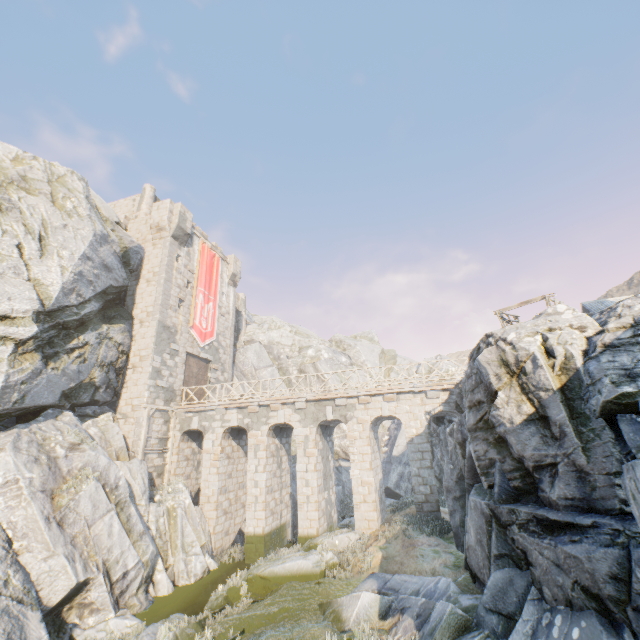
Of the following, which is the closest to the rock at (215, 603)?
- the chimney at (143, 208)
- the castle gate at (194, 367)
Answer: the chimney at (143, 208)

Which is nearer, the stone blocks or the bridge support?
the bridge support

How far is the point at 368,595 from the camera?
8.88m

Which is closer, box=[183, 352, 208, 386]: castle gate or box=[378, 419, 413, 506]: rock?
box=[183, 352, 208, 386]: castle gate

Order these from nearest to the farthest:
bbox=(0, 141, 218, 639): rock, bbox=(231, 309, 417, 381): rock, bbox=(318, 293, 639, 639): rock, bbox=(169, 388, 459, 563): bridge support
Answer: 1. bbox=(318, 293, 639, 639): rock
2. bbox=(0, 141, 218, 639): rock
3. bbox=(169, 388, 459, 563): bridge support
4. bbox=(231, 309, 417, 381): rock

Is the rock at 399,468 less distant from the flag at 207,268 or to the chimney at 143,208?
the chimney at 143,208

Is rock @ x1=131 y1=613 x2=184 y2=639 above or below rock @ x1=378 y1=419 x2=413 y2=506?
below

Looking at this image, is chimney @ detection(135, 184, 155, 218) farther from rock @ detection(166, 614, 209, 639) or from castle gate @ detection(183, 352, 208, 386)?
castle gate @ detection(183, 352, 208, 386)
